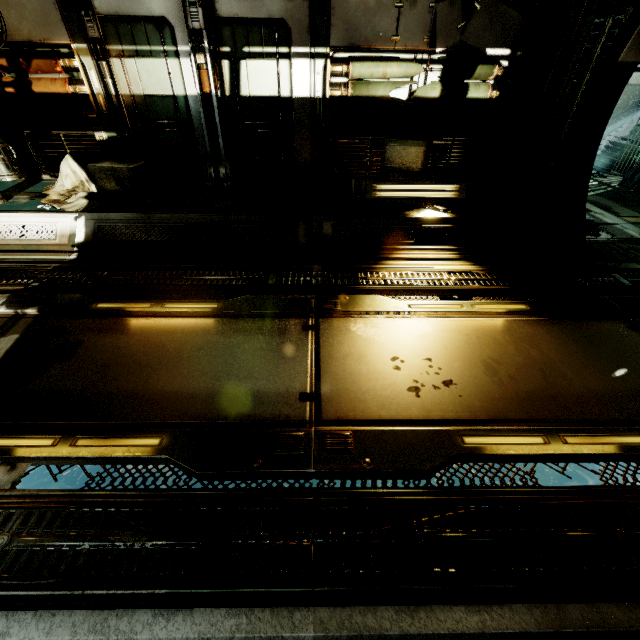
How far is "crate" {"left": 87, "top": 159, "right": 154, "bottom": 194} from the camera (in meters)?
5.21

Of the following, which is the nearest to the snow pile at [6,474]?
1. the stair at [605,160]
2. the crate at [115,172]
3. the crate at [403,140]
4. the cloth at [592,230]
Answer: the crate at [115,172]

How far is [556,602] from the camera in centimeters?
171cm

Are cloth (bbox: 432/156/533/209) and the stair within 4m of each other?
no

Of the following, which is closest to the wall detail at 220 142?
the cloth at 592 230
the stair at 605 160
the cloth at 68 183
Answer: the cloth at 68 183

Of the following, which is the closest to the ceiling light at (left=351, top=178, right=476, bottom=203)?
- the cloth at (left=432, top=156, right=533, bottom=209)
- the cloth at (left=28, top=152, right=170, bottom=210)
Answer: the cloth at (left=432, top=156, right=533, bottom=209)

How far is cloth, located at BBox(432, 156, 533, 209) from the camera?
5.3 meters

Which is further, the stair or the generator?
the stair
